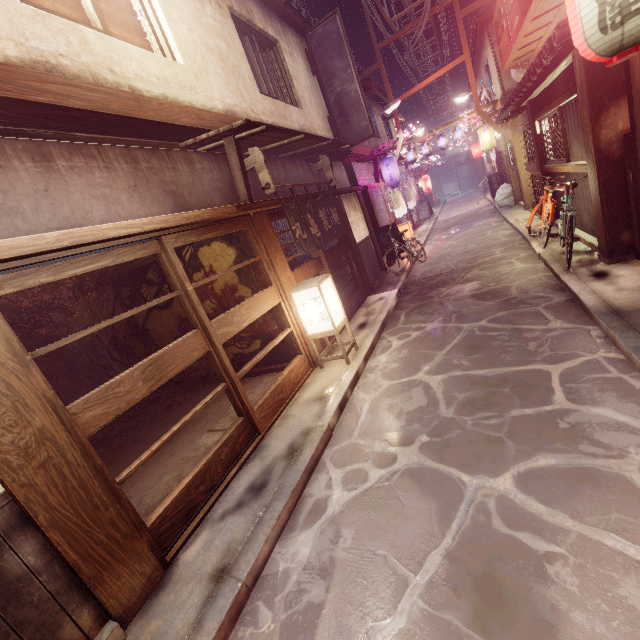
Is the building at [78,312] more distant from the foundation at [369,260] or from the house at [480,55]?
the house at [480,55]

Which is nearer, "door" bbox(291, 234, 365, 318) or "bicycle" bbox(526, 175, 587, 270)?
"bicycle" bbox(526, 175, 587, 270)

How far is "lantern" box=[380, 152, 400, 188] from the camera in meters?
21.7 m

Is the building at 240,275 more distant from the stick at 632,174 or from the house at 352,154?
the stick at 632,174

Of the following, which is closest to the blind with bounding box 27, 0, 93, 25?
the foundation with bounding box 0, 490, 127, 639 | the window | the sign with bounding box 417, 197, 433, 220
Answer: the window

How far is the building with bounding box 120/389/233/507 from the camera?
7.8m

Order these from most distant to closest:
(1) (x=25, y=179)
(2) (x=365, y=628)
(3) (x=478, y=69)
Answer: (3) (x=478, y=69) < (1) (x=25, y=179) < (2) (x=365, y=628)

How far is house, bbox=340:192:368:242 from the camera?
16.6 meters
